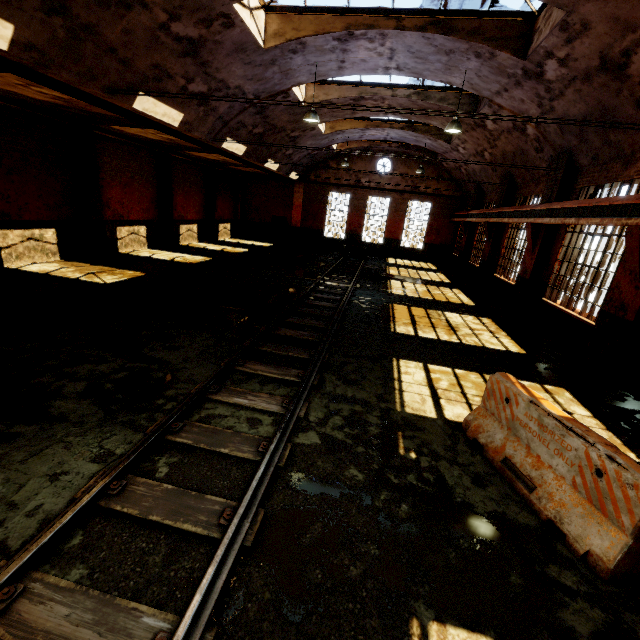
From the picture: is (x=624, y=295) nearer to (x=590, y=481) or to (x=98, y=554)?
(x=590, y=481)

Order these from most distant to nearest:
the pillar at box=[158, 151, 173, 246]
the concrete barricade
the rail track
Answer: the pillar at box=[158, 151, 173, 246] → the concrete barricade → the rail track

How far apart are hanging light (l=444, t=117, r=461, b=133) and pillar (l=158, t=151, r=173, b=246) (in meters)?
14.25

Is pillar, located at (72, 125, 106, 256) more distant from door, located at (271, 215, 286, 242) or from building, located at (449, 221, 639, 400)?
door, located at (271, 215, 286, 242)

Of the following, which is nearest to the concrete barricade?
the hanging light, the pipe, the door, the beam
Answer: the beam

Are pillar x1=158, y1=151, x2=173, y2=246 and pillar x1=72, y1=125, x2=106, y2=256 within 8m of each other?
yes

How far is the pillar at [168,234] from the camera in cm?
1722

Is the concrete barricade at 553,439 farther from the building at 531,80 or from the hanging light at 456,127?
the hanging light at 456,127
